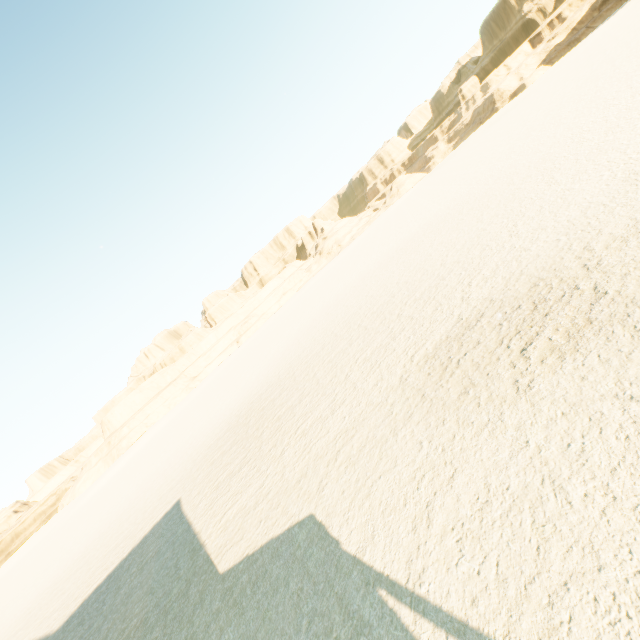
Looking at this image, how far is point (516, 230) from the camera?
12.17m
